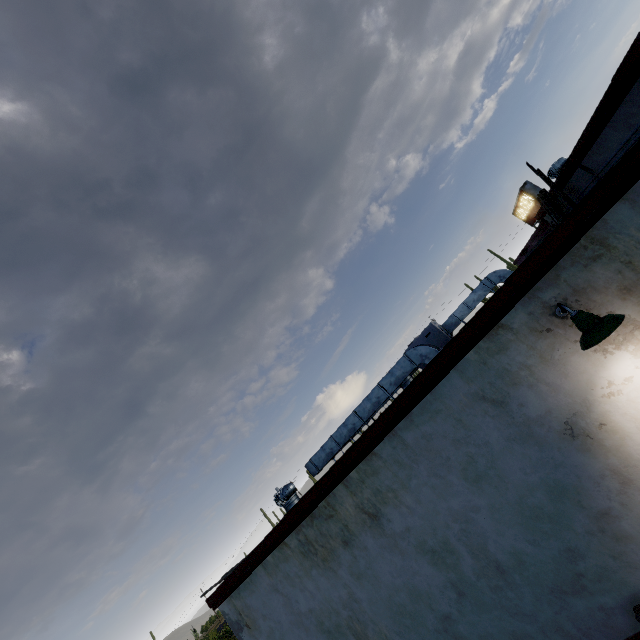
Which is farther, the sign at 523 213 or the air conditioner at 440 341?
the sign at 523 213

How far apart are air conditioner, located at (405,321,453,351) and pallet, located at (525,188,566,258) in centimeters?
431cm

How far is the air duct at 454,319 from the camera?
9.8m

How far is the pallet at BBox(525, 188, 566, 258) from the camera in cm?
888

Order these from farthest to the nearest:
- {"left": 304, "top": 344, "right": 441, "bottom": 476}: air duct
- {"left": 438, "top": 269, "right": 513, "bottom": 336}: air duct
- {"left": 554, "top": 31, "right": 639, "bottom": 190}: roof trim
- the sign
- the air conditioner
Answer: the sign < the air conditioner < {"left": 438, "top": 269, "right": 513, "bottom": 336}: air duct < {"left": 304, "top": 344, "right": 441, "bottom": 476}: air duct < {"left": 554, "top": 31, "right": 639, "bottom": 190}: roof trim

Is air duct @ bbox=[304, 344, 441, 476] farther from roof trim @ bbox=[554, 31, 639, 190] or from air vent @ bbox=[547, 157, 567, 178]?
air vent @ bbox=[547, 157, 567, 178]

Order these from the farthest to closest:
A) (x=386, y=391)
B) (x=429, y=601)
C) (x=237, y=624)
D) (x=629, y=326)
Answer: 1. (x=386, y=391)
2. (x=237, y=624)
3. (x=429, y=601)
4. (x=629, y=326)

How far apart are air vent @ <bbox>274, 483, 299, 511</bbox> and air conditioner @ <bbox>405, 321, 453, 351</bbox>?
5.44m
